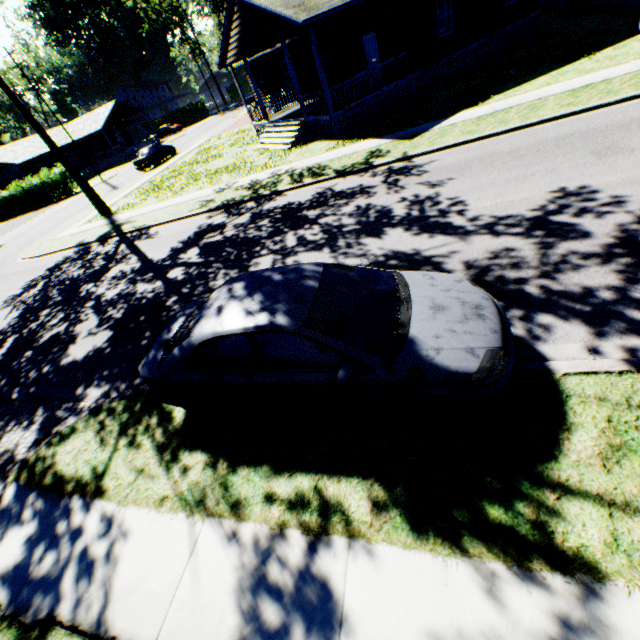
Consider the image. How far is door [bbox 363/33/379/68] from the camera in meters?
16.6 m

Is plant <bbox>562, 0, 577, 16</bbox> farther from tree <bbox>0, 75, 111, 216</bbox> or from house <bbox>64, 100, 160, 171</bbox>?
house <bbox>64, 100, 160, 171</bbox>

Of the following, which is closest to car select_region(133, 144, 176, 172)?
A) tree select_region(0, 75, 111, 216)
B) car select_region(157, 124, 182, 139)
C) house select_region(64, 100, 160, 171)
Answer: tree select_region(0, 75, 111, 216)

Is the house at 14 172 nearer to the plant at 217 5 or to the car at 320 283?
the plant at 217 5

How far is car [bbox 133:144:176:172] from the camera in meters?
28.8 m

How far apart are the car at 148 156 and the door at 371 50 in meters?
20.9

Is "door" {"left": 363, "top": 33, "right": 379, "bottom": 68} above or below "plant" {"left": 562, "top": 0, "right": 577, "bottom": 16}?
above

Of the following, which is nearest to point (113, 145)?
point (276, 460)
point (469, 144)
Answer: point (469, 144)
